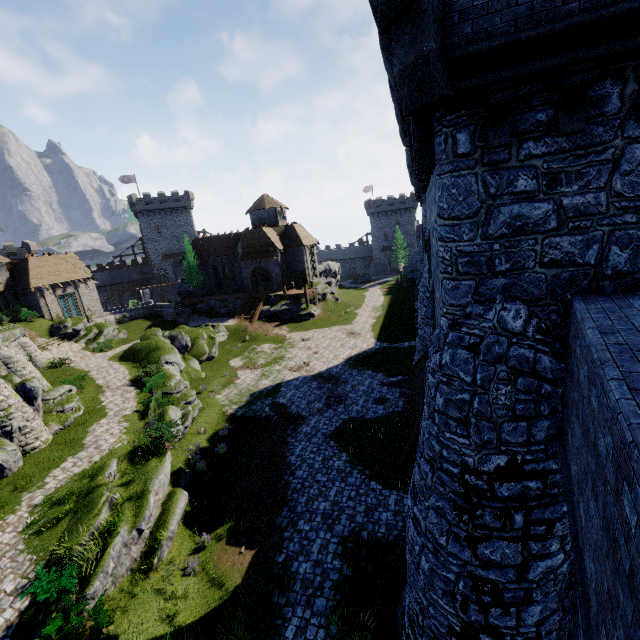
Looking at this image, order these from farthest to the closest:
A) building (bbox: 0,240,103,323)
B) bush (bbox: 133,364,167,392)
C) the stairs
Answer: the stairs → building (bbox: 0,240,103,323) → bush (bbox: 133,364,167,392)

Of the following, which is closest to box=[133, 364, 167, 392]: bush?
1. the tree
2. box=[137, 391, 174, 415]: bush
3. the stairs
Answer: box=[137, 391, 174, 415]: bush

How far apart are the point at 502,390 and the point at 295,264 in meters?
43.7

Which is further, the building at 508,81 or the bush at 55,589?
the bush at 55,589

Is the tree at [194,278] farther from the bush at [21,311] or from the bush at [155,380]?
the bush at [155,380]

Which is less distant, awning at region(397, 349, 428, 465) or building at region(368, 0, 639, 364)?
building at region(368, 0, 639, 364)

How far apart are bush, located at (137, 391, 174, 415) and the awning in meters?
15.4 m

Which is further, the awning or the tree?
the tree
